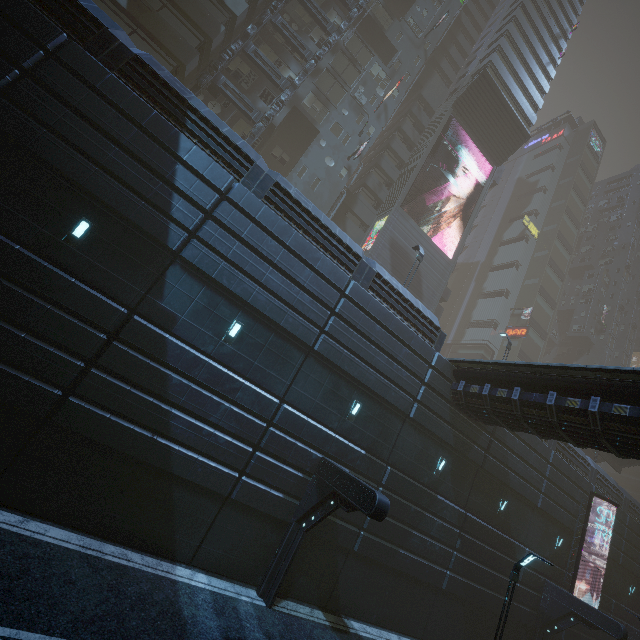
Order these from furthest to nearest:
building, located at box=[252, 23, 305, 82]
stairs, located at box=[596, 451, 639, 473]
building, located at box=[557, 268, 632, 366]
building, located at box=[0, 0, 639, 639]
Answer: building, located at box=[557, 268, 632, 366] → stairs, located at box=[596, 451, 639, 473] → building, located at box=[252, 23, 305, 82] → building, located at box=[0, 0, 639, 639]

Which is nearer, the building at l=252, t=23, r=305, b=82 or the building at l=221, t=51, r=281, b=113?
the building at l=221, t=51, r=281, b=113

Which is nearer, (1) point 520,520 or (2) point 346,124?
(1) point 520,520

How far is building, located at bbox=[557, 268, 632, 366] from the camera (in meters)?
55.62

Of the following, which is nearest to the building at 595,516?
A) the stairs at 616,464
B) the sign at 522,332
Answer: the sign at 522,332

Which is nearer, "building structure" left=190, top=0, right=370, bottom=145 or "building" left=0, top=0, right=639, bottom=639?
"building" left=0, top=0, right=639, bottom=639

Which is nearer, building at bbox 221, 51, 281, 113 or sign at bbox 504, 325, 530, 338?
building at bbox 221, 51, 281, 113
